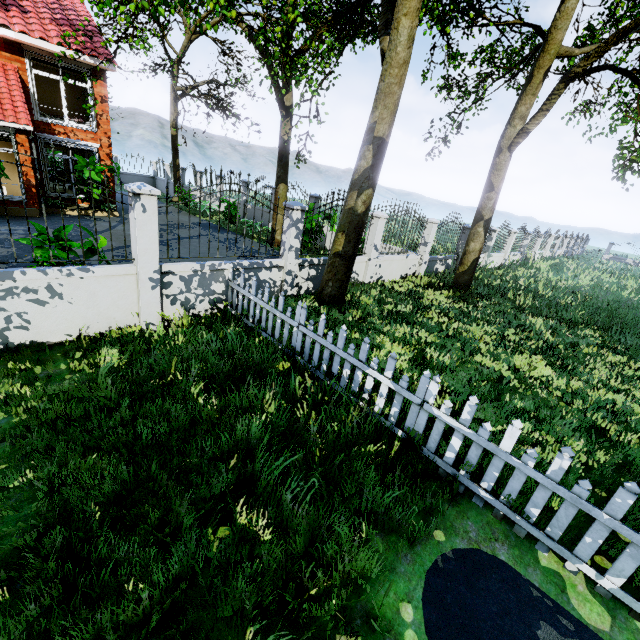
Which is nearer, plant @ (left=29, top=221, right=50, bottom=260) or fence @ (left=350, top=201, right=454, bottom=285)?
plant @ (left=29, top=221, right=50, bottom=260)

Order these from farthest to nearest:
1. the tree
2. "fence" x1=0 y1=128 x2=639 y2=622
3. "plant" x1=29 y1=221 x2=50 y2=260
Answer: the tree → "plant" x1=29 y1=221 x2=50 y2=260 → "fence" x1=0 y1=128 x2=639 y2=622

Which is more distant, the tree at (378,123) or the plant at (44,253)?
the tree at (378,123)

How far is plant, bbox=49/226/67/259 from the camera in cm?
538

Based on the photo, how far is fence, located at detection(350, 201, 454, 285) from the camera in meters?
9.9

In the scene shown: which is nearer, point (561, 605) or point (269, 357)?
point (561, 605)

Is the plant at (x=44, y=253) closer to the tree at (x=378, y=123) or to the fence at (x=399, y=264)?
the fence at (x=399, y=264)
